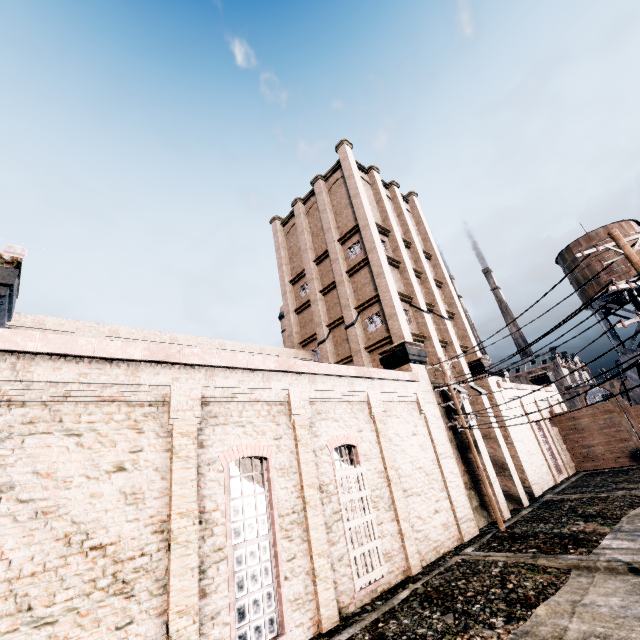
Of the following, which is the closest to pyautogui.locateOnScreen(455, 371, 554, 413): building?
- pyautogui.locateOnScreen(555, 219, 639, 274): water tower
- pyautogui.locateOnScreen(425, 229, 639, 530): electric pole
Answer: pyautogui.locateOnScreen(425, 229, 639, 530): electric pole

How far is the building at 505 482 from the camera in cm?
Answer: 1911

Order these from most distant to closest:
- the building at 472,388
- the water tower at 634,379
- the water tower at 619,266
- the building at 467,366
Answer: the water tower at 619,266, the water tower at 634,379, the building at 467,366, the building at 472,388

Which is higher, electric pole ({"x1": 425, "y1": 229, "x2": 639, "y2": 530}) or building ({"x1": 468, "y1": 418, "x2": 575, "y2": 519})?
electric pole ({"x1": 425, "y1": 229, "x2": 639, "y2": 530})

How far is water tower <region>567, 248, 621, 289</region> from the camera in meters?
33.5

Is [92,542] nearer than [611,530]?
Yes

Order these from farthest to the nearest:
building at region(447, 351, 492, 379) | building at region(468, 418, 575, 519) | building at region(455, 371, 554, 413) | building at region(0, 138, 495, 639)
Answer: building at region(447, 351, 492, 379)
building at region(455, 371, 554, 413)
building at region(468, 418, 575, 519)
building at region(0, 138, 495, 639)
